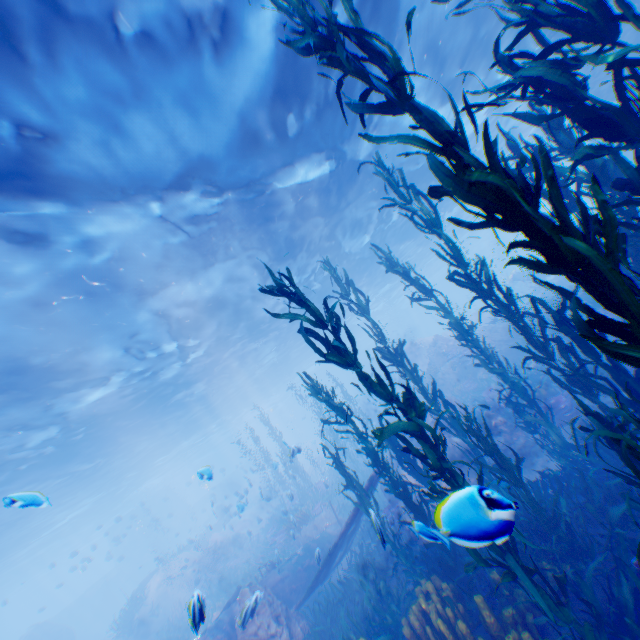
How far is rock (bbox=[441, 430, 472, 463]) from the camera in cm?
1042

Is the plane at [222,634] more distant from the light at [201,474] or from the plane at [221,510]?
the plane at [221,510]

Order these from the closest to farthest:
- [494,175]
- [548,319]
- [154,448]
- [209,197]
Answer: [494,175]
[209,197]
[548,319]
[154,448]

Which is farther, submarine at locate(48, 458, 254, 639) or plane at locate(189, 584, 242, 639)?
submarine at locate(48, 458, 254, 639)

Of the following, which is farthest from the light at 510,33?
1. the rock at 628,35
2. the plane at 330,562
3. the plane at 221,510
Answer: the plane at 330,562

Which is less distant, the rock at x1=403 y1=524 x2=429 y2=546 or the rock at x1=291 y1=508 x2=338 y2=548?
the rock at x1=403 y1=524 x2=429 y2=546

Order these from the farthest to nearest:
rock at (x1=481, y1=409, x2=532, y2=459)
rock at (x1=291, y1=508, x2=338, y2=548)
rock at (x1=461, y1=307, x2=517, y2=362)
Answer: rock at (x1=461, y1=307, x2=517, y2=362), rock at (x1=291, y1=508, x2=338, y2=548), rock at (x1=481, y1=409, x2=532, y2=459)
